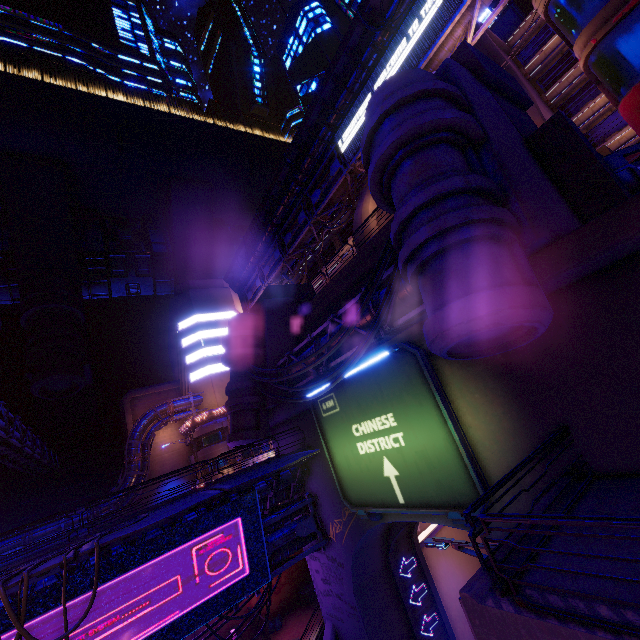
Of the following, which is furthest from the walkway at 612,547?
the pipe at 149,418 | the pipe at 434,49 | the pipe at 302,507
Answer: the pipe at 434,49

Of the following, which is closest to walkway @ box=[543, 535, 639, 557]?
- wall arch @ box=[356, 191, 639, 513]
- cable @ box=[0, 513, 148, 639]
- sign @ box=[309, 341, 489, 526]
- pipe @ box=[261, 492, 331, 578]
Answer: wall arch @ box=[356, 191, 639, 513]

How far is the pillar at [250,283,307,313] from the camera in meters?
24.2 m

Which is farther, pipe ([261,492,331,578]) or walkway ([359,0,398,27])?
walkway ([359,0,398,27])

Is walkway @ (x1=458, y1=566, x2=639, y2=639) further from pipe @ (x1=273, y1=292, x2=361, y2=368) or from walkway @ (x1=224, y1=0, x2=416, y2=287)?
walkway @ (x1=224, y1=0, x2=416, y2=287)

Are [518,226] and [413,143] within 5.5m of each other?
yes

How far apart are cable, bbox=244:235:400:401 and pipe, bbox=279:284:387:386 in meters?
1.0

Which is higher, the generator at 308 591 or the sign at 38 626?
the sign at 38 626
